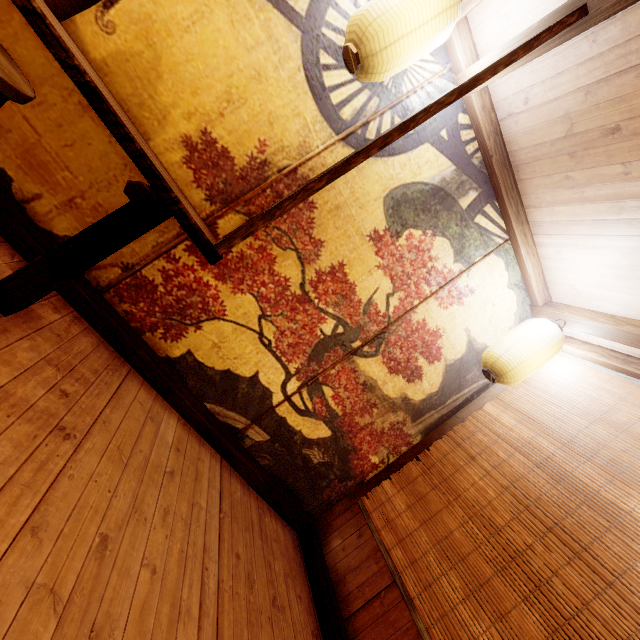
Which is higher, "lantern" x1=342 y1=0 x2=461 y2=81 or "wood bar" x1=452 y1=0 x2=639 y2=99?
"wood bar" x1=452 y1=0 x2=639 y2=99

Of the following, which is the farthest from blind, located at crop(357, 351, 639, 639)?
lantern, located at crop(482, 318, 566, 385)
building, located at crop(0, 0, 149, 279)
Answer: lantern, located at crop(482, 318, 566, 385)

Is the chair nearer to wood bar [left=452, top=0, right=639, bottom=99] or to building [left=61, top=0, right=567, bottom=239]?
building [left=61, top=0, right=567, bottom=239]

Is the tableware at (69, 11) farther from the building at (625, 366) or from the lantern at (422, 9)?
the lantern at (422, 9)

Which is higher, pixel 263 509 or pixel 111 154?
pixel 111 154

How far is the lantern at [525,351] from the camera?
4.4m

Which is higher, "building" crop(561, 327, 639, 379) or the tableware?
"building" crop(561, 327, 639, 379)

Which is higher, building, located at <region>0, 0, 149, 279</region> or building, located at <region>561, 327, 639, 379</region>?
building, located at <region>561, 327, 639, 379</region>
